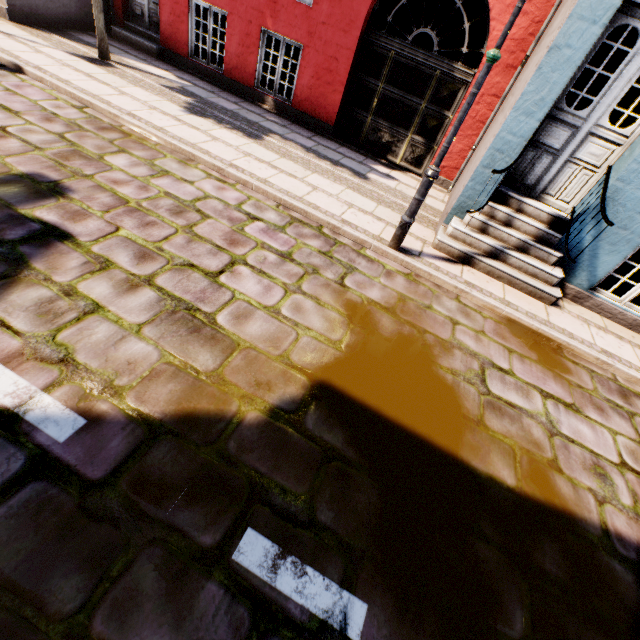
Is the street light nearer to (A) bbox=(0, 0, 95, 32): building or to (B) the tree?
(A) bbox=(0, 0, 95, 32): building

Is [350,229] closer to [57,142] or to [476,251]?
[476,251]

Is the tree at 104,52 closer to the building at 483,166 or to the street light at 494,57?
the building at 483,166

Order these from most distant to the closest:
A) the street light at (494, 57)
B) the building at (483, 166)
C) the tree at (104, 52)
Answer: the tree at (104, 52)
the building at (483, 166)
the street light at (494, 57)

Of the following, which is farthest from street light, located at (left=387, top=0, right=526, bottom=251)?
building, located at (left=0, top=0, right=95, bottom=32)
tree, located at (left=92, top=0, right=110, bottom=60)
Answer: tree, located at (left=92, top=0, right=110, bottom=60)

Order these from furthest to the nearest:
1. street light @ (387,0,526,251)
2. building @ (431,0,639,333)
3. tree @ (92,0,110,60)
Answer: tree @ (92,0,110,60) < building @ (431,0,639,333) < street light @ (387,0,526,251)
